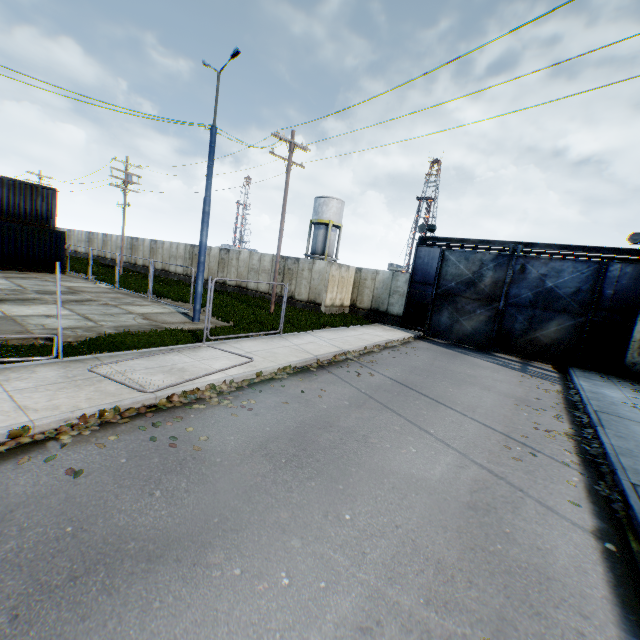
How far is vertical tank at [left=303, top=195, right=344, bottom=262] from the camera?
41.44m

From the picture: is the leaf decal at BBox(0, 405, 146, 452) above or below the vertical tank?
below

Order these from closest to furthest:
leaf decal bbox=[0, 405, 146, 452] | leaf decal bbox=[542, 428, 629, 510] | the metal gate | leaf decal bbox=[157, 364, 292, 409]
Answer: leaf decal bbox=[0, 405, 146, 452]
leaf decal bbox=[542, 428, 629, 510]
leaf decal bbox=[157, 364, 292, 409]
the metal gate

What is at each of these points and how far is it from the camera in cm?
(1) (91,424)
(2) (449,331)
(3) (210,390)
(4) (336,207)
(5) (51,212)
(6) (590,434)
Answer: (1) leaf decal, 531
(2) metal gate, 1991
(3) leaf decal, 730
(4) vertical tank, 4159
(5) storage container, 2348
(6) leaf decal, 814

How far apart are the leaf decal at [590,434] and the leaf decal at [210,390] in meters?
6.1 m

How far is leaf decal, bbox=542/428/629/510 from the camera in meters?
5.3 m

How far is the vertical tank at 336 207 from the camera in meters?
41.4 m

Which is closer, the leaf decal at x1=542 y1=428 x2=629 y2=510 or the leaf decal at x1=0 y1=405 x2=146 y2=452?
the leaf decal at x1=0 y1=405 x2=146 y2=452
